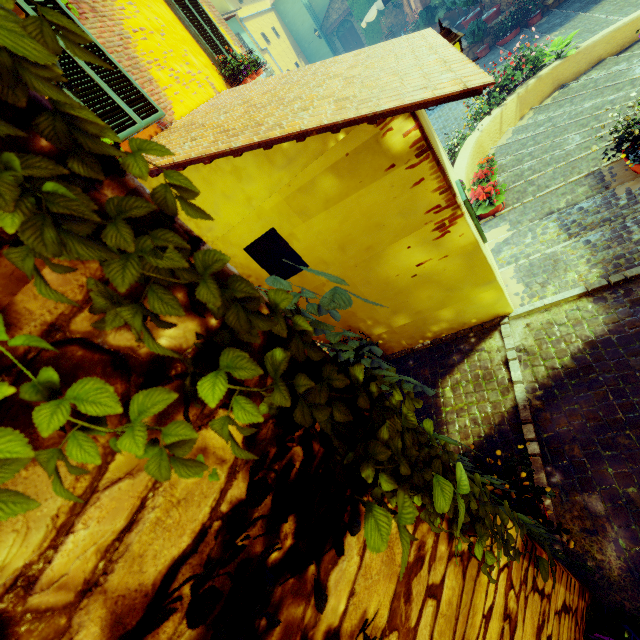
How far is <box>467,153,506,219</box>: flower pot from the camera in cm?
600

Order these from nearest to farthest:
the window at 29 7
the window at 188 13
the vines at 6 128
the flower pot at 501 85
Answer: the vines at 6 128
the window at 29 7
the window at 188 13
the flower pot at 501 85

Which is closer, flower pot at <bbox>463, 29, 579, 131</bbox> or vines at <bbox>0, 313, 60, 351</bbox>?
vines at <bbox>0, 313, 60, 351</bbox>

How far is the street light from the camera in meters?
4.4 m

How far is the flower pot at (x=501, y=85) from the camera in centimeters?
835cm

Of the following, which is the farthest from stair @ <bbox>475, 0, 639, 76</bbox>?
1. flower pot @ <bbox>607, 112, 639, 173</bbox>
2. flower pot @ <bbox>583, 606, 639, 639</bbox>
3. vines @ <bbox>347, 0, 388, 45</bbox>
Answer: vines @ <bbox>347, 0, 388, 45</bbox>

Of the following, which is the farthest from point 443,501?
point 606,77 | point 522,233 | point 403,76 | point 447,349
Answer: point 606,77

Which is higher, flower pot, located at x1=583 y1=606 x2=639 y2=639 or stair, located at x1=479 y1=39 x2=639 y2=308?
flower pot, located at x1=583 y1=606 x2=639 y2=639
